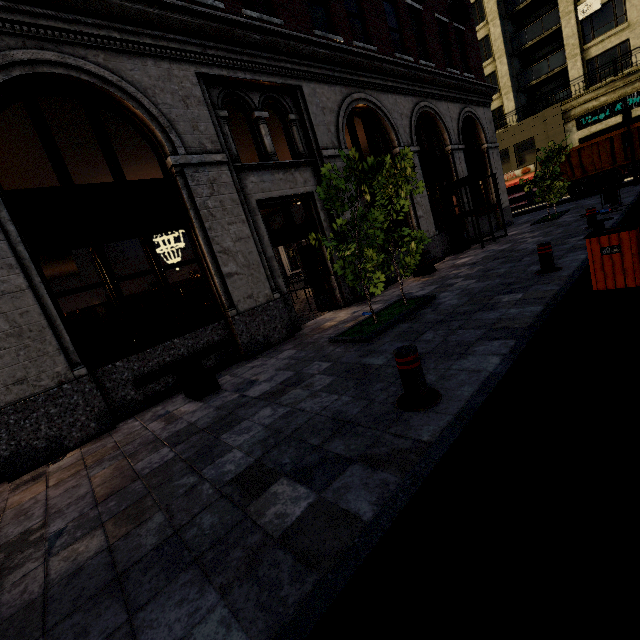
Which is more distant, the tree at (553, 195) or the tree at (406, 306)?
the tree at (553, 195)

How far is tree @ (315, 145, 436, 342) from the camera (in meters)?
5.38

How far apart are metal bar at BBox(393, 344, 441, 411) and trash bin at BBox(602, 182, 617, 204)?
13.7 meters

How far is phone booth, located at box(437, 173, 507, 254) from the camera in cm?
1185

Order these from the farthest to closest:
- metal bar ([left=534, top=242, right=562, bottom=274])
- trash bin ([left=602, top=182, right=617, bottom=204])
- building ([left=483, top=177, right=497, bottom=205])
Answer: building ([left=483, top=177, right=497, bottom=205]) < trash bin ([left=602, top=182, right=617, bottom=204]) < metal bar ([left=534, top=242, right=562, bottom=274])

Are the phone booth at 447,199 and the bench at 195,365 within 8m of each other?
no

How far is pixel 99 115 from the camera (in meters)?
5.79

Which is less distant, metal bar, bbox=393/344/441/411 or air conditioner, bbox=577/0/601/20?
metal bar, bbox=393/344/441/411
